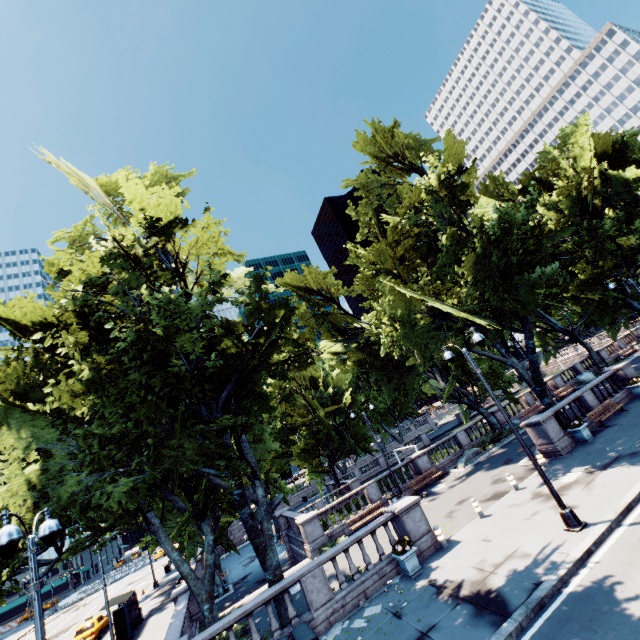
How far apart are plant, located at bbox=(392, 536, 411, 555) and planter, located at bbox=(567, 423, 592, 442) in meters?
12.2

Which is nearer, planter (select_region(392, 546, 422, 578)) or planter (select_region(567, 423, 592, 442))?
planter (select_region(392, 546, 422, 578))

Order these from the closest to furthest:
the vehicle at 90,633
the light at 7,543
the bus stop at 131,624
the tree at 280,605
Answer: the light at 7,543 < the tree at 280,605 < the bus stop at 131,624 < the vehicle at 90,633

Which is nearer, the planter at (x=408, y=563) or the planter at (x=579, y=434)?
the planter at (x=408, y=563)

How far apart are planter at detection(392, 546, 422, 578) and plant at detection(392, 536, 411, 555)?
0.01m

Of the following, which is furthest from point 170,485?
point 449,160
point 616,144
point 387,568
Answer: point 616,144

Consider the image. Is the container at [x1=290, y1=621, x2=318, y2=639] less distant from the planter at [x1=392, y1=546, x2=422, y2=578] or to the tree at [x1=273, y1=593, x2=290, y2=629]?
the tree at [x1=273, y1=593, x2=290, y2=629]

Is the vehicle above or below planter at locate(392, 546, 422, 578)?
above
